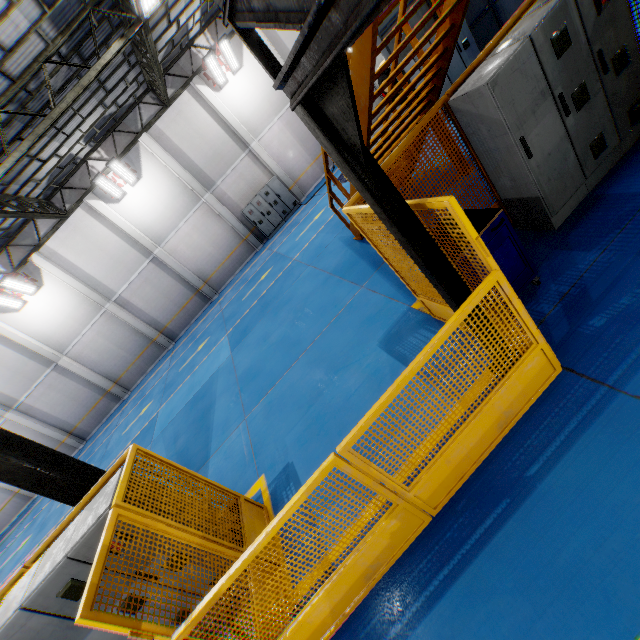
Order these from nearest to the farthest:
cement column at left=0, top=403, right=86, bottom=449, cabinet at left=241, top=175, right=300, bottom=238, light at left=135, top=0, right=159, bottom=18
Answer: light at left=135, top=0, right=159, bottom=18
cement column at left=0, top=403, right=86, bottom=449
cabinet at left=241, top=175, right=300, bottom=238

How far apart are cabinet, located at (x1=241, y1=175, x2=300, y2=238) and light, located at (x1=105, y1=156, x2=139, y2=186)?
5.18m

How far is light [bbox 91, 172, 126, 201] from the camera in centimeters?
1520cm

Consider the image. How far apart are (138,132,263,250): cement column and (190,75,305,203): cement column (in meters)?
3.24

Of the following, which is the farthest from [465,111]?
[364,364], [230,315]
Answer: [230,315]

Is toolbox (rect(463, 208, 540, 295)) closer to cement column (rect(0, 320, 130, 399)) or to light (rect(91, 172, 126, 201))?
light (rect(91, 172, 126, 201))

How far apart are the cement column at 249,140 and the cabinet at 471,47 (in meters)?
9.71

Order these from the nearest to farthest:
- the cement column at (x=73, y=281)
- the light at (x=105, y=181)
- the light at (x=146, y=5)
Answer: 1. the light at (x=146, y=5)
2. the light at (x=105, y=181)
3. the cement column at (x=73, y=281)
